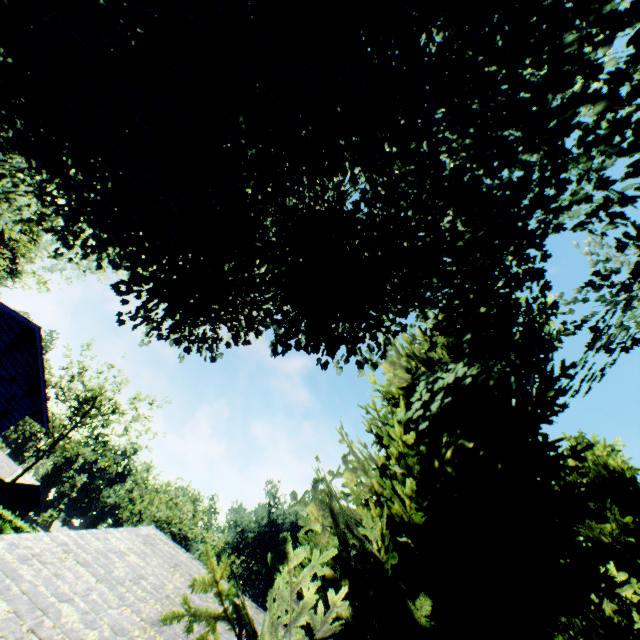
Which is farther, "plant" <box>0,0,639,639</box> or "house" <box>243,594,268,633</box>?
"house" <box>243,594,268,633</box>

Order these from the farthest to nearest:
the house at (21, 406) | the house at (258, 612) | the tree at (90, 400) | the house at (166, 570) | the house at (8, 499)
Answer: the house at (8, 499) < the tree at (90, 400) < the house at (21, 406) < the house at (258, 612) < the house at (166, 570)

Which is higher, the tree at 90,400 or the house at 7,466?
the tree at 90,400

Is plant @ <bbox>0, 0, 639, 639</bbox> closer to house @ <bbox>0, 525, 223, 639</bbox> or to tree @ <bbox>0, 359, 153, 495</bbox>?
house @ <bbox>0, 525, 223, 639</bbox>

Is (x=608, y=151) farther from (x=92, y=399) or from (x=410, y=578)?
(x=92, y=399)

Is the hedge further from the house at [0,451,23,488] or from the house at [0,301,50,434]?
the house at [0,301,50,434]

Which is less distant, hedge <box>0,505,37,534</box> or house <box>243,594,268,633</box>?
house <box>243,594,268,633</box>

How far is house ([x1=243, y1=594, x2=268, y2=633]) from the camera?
7.4m
